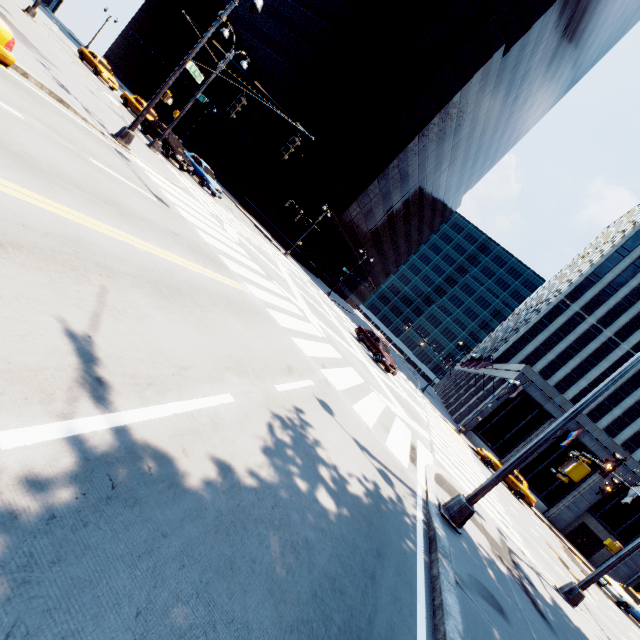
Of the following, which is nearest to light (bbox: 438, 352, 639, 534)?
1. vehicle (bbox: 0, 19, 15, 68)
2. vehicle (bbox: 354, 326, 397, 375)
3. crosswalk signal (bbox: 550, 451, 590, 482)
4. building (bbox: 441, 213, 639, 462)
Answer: crosswalk signal (bbox: 550, 451, 590, 482)

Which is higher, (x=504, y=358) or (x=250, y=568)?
(x=504, y=358)

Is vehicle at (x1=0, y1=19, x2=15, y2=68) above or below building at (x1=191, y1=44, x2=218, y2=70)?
below

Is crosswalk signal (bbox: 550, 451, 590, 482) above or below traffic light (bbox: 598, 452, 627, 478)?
below

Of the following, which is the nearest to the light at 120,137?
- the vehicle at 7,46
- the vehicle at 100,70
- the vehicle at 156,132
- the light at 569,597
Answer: the vehicle at 7,46

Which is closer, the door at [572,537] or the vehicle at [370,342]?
the vehicle at [370,342]

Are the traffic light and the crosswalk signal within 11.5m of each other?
yes

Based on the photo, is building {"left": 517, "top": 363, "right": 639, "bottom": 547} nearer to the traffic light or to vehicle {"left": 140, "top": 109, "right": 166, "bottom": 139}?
the traffic light
